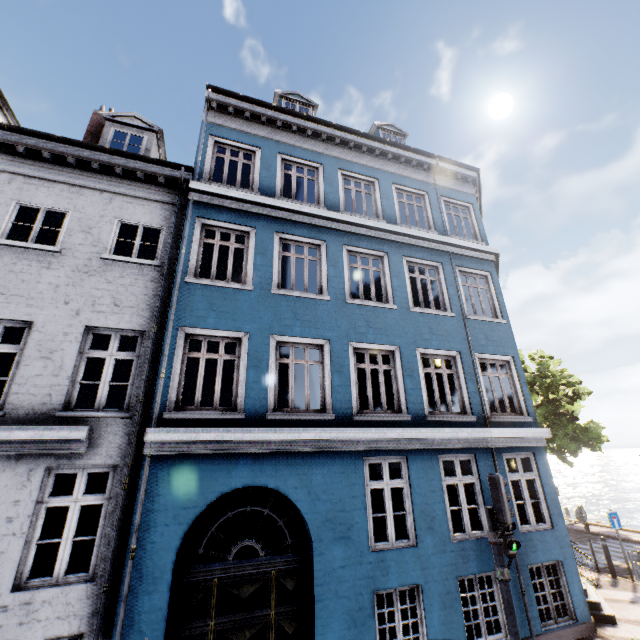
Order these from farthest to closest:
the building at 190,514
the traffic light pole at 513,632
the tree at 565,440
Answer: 1. the tree at 565,440
2. the building at 190,514
3. the traffic light pole at 513,632

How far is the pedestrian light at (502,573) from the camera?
5.2 meters

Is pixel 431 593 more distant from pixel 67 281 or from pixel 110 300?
pixel 67 281

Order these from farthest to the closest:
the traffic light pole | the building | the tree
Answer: the tree → the building → the traffic light pole

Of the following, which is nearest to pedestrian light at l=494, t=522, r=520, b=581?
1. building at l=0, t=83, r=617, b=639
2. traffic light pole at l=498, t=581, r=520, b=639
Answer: traffic light pole at l=498, t=581, r=520, b=639

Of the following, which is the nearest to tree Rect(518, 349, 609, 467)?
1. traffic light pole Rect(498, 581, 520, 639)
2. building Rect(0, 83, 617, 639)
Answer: building Rect(0, 83, 617, 639)

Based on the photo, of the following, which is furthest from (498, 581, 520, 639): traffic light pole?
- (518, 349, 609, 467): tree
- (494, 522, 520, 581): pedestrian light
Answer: (518, 349, 609, 467): tree

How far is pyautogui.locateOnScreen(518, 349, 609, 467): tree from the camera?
17.8m
